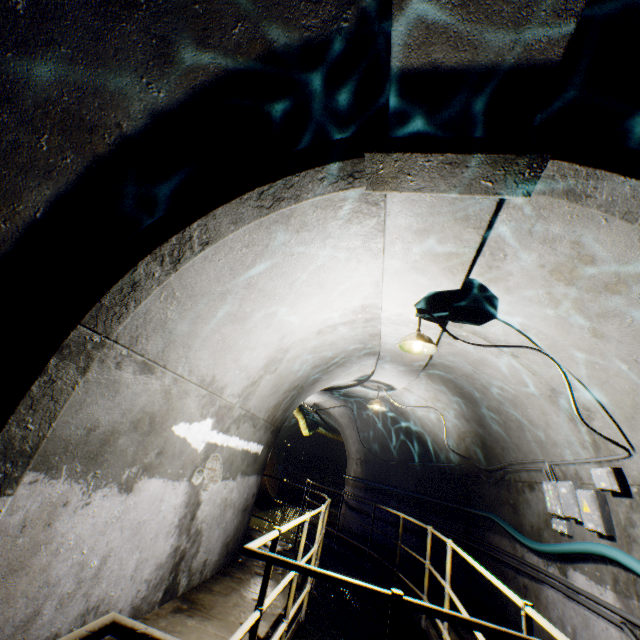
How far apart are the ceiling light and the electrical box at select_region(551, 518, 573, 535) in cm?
245

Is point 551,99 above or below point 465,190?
above

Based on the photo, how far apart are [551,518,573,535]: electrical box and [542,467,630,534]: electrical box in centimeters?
50cm

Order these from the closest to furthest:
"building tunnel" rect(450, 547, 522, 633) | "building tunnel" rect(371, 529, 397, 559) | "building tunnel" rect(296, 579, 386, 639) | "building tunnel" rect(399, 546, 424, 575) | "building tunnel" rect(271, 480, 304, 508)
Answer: "building tunnel" rect(450, 547, 522, 633) → "building tunnel" rect(296, 579, 386, 639) → "building tunnel" rect(399, 546, 424, 575) → "building tunnel" rect(371, 529, 397, 559) → "building tunnel" rect(271, 480, 304, 508)

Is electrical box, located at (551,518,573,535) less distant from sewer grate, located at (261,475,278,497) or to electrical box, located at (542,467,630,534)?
electrical box, located at (542,467,630,534)

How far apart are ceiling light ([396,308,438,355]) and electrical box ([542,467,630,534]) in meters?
2.2 m

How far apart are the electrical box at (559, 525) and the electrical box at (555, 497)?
0.5 meters

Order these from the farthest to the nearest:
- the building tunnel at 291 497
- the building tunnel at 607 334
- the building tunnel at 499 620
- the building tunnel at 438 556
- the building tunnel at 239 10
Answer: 1. the building tunnel at 291 497
2. the building tunnel at 438 556
3. the building tunnel at 499 620
4. the building tunnel at 607 334
5. the building tunnel at 239 10
